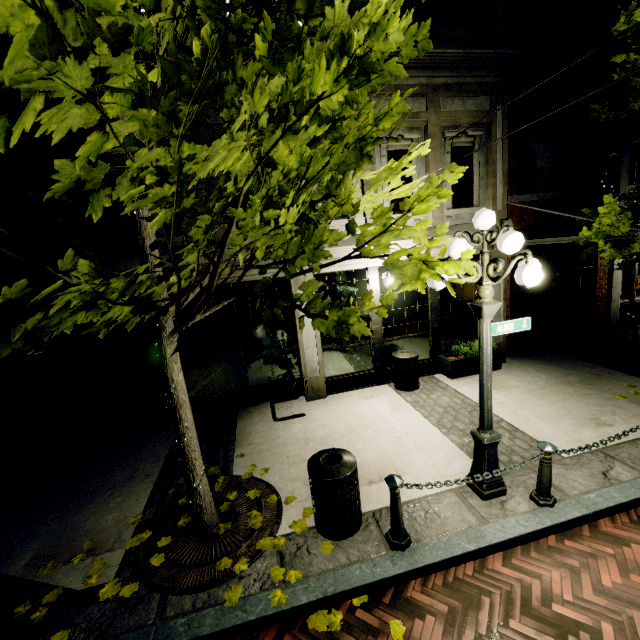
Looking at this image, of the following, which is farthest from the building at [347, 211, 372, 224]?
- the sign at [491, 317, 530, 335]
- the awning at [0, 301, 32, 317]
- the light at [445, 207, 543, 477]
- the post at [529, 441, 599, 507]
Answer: the post at [529, 441, 599, 507]

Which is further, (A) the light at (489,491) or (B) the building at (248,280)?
(B) the building at (248,280)

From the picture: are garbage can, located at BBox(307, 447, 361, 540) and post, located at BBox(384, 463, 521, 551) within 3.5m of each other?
yes

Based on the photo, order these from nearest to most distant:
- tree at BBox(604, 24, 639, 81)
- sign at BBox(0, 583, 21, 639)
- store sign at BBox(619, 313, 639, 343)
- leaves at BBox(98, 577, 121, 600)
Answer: sign at BBox(0, 583, 21, 639)
leaves at BBox(98, 577, 121, 600)
tree at BBox(604, 24, 639, 81)
store sign at BBox(619, 313, 639, 343)

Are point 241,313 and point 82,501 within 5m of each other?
yes

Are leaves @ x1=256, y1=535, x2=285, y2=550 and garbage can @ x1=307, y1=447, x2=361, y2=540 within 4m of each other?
yes

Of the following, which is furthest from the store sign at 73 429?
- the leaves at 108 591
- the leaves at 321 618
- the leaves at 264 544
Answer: the leaves at 321 618

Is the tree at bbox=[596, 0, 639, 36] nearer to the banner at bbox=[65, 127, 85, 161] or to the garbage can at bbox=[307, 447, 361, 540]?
the banner at bbox=[65, 127, 85, 161]
